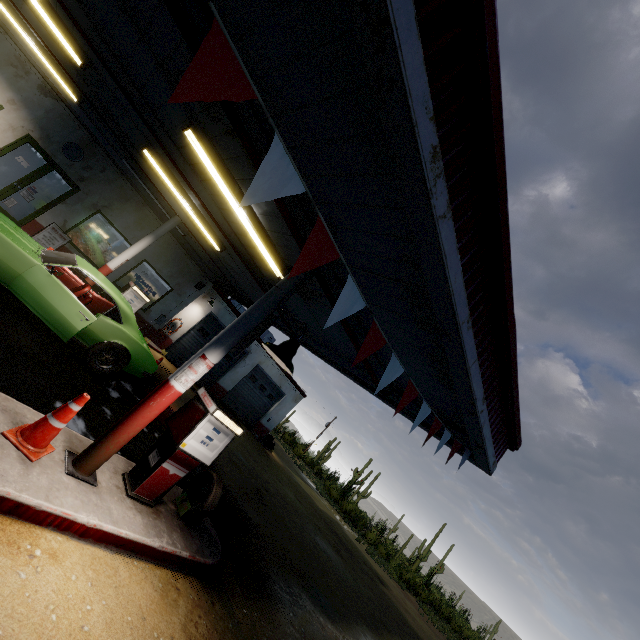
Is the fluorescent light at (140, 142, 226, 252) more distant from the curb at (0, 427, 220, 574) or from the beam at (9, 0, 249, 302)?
the curb at (0, 427, 220, 574)

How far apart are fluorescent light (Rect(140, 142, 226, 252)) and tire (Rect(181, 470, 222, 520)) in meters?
6.0 m

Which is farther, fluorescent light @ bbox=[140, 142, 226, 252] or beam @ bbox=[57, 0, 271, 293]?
fluorescent light @ bbox=[140, 142, 226, 252]

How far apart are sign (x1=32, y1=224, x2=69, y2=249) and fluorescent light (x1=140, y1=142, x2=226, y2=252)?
5.88m

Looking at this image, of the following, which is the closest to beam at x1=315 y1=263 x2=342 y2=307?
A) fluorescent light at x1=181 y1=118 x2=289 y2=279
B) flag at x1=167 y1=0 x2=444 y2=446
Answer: flag at x1=167 y1=0 x2=444 y2=446

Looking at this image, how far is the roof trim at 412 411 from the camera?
6.3 meters

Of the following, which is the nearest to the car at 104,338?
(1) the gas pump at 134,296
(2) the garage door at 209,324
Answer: (1) the gas pump at 134,296

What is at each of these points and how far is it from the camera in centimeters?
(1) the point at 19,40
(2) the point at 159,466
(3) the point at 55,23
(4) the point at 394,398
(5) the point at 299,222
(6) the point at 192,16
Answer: (1) roof trim, 940cm
(2) gas pump, 422cm
(3) fluorescent light, 605cm
(4) roof trim, 681cm
(5) beam, 429cm
(6) beam, 295cm
